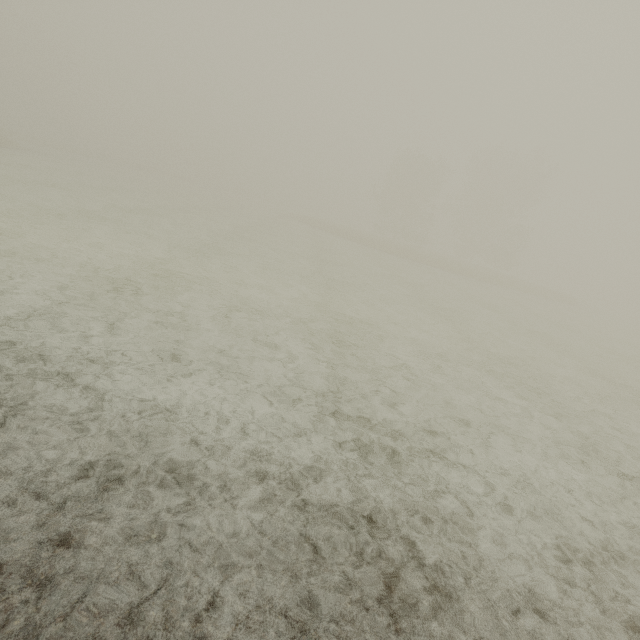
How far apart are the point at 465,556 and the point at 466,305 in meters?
16.7
